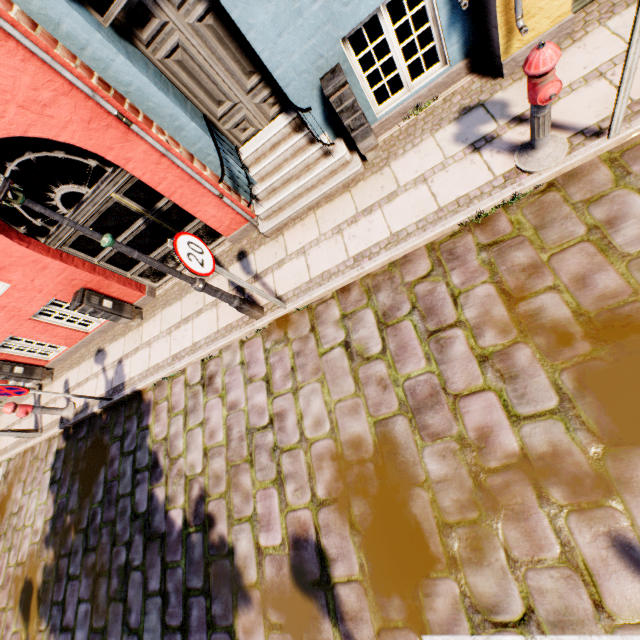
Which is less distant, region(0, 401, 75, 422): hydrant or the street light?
the street light

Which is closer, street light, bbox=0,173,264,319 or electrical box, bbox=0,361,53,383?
street light, bbox=0,173,264,319

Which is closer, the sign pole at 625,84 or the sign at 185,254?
the sign pole at 625,84

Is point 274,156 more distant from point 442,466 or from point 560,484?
point 560,484

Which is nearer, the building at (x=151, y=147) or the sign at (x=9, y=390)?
the building at (x=151, y=147)

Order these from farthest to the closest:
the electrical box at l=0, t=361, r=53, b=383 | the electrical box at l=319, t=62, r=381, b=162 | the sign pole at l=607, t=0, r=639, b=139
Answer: the electrical box at l=0, t=361, r=53, b=383 < the electrical box at l=319, t=62, r=381, b=162 < the sign pole at l=607, t=0, r=639, b=139

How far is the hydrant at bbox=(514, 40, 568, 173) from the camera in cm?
261

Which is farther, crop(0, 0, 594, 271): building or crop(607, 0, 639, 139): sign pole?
crop(0, 0, 594, 271): building
